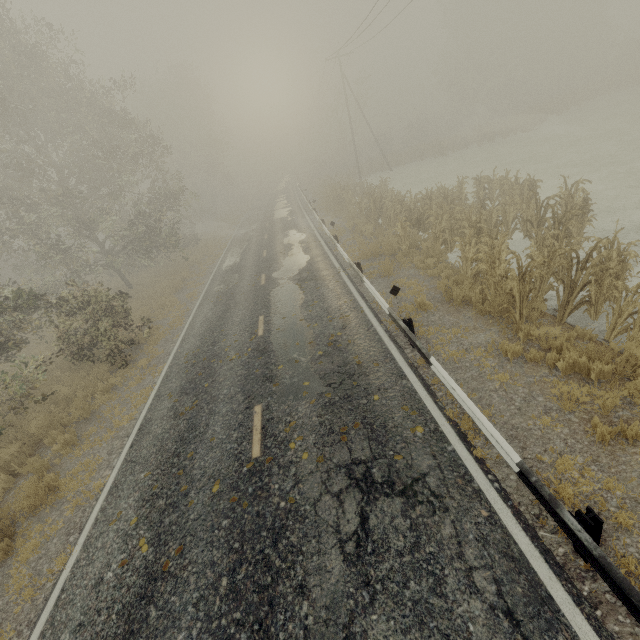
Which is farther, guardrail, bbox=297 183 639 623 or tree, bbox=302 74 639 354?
tree, bbox=302 74 639 354

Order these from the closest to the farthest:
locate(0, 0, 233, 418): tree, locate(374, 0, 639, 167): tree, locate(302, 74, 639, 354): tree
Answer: locate(302, 74, 639, 354): tree, locate(0, 0, 233, 418): tree, locate(374, 0, 639, 167): tree

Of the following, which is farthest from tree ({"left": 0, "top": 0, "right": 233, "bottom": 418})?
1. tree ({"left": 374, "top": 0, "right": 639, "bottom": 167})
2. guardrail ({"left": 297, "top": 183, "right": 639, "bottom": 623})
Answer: tree ({"left": 374, "top": 0, "right": 639, "bottom": 167})

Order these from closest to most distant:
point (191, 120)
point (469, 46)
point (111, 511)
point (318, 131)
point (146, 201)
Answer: point (111, 511) → point (146, 201) → point (191, 120) → point (469, 46) → point (318, 131)

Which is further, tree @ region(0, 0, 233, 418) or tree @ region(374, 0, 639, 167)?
tree @ region(374, 0, 639, 167)

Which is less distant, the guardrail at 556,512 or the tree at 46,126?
the guardrail at 556,512

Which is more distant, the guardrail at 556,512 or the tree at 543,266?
the tree at 543,266

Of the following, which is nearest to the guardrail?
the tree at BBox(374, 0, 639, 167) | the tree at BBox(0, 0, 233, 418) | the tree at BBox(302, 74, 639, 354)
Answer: the tree at BBox(302, 74, 639, 354)
